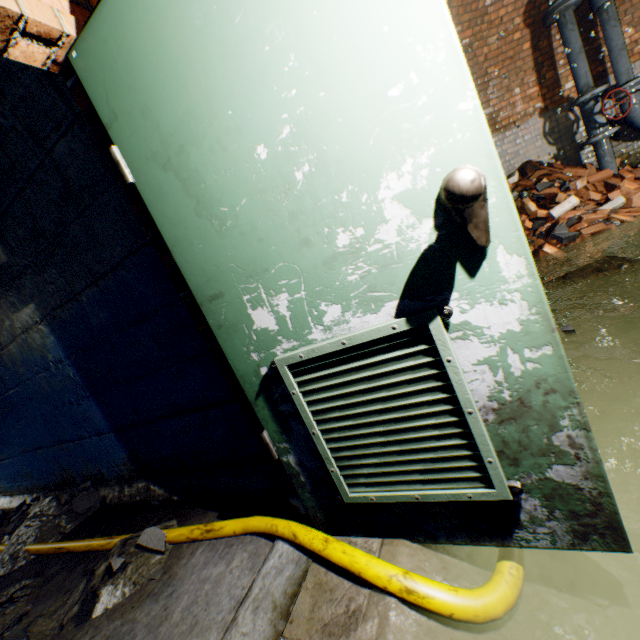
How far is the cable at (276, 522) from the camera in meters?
1.0 m

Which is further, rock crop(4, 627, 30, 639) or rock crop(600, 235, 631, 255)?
rock crop(600, 235, 631, 255)

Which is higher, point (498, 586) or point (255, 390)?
point (255, 390)

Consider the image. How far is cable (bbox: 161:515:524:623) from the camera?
1.0 meters

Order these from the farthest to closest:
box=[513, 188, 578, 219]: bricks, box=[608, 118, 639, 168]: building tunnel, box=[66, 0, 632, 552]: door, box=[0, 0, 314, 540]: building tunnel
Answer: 1. box=[608, 118, 639, 168]: building tunnel
2. box=[513, 188, 578, 219]: bricks
3. box=[0, 0, 314, 540]: building tunnel
4. box=[66, 0, 632, 552]: door

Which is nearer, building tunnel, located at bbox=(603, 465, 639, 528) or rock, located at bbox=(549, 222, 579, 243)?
building tunnel, located at bbox=(603, 465, 639, 528)

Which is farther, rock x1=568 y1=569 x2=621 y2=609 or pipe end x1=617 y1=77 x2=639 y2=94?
pipe end x1=617 y1=77 x2=639 y2=94

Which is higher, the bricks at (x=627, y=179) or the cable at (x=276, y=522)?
the bricks at (x=627, y=179)
